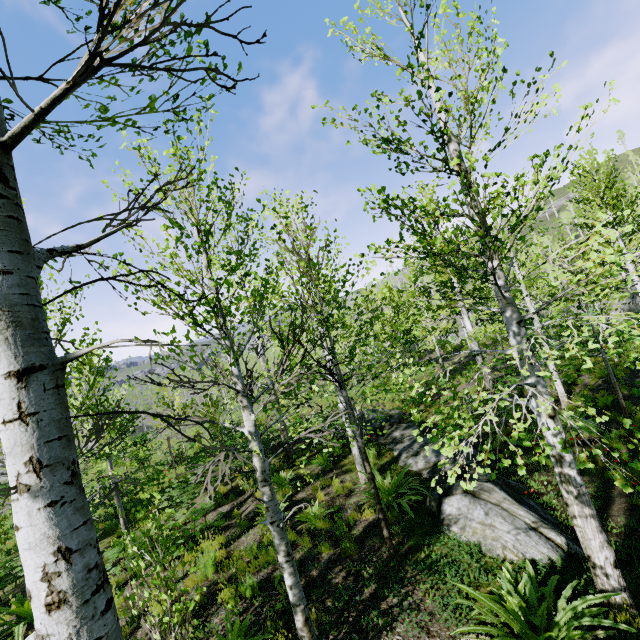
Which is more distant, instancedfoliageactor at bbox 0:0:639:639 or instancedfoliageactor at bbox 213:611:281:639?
instancedfoliageactor at bbox 213:611:281:639

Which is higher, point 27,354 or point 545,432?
point 27,354

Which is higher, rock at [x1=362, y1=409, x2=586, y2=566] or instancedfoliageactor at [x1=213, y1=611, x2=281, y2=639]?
instancedfoliageactor at [x1=213, y1=611, x2=281, y2=639]

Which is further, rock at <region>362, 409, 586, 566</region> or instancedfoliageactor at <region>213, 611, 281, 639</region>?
rock at <region>362, 409, 586, 566</region>

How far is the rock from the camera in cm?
518

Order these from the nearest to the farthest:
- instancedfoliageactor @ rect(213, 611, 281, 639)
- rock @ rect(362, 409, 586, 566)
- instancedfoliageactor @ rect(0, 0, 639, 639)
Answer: instancedfoliageactor @ rect(0, 0, 639, 639) < instancedfoliageactor @ rect(213, 611, 281, 639) < rock @ rect(362, 409, 586, 566)

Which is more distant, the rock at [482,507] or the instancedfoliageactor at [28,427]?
the rock at [482,507]

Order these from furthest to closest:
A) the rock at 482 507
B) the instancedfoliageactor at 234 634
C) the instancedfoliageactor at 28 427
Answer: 1. the rock at 482 507
2. the instancedfoliageactor at 234 634
3. the instancedfoliageactor at 28 427
